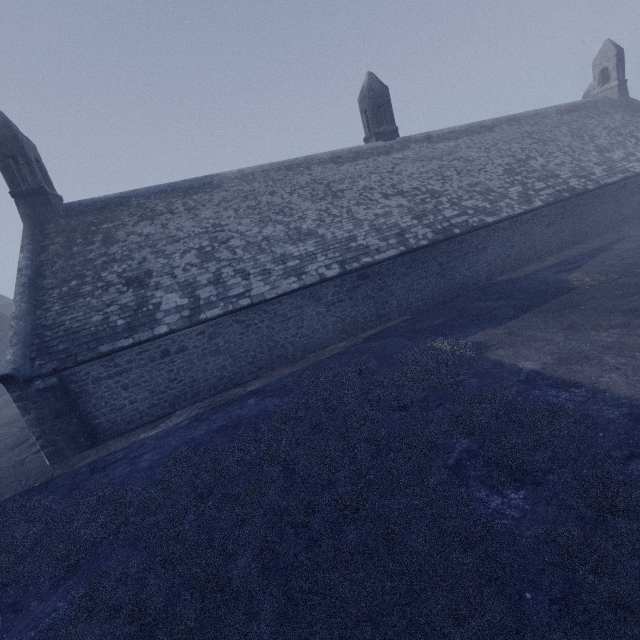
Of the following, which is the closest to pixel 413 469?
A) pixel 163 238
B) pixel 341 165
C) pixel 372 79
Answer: pixel 163 238
